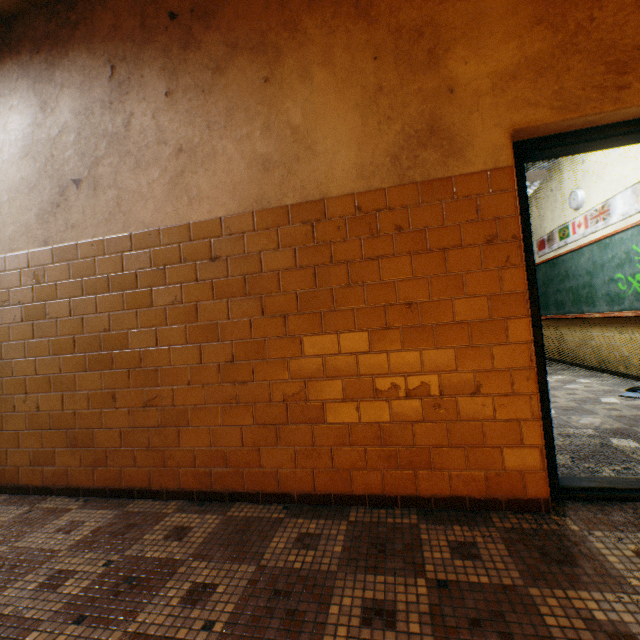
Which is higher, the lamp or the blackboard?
the lamp

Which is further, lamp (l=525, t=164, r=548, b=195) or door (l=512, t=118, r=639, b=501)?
lamp (l=525, t=164, r=548, b=195)

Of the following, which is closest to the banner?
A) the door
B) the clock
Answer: the clock

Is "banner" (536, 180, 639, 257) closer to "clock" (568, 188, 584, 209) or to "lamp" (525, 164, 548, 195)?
"clock" (568, 188, 584, 209)

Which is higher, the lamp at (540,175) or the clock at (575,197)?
the clock at (575,197)

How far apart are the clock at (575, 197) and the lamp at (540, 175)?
1.2m

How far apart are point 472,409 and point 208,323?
1.8m

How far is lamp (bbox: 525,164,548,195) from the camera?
4.1m
